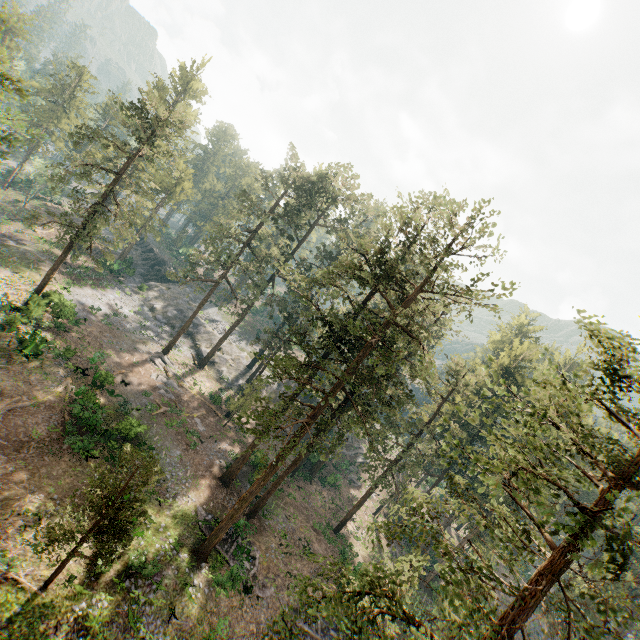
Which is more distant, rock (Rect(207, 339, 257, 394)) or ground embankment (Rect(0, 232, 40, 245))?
rock (Rect(207, 339, 257, 394))

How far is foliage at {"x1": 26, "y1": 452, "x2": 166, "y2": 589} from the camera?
14.5m

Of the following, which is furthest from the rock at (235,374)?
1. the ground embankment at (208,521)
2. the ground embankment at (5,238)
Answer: the ground embankment at (208,521)

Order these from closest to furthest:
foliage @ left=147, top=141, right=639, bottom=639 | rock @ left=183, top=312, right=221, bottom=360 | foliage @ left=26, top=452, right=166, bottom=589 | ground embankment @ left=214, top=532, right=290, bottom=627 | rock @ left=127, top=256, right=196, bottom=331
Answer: foliage @ left=147, top=141, right=639, bottom=639, foliage @ left=26, top=452, right=166, bottom=589, ground embankment @ left=214, top=532, right=290, bottom=627, rock @ left=183, top=312, right=221, bottom=360, rock @ left=127, top=256, right=196, bottom=331

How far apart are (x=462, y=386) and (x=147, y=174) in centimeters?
5795cm

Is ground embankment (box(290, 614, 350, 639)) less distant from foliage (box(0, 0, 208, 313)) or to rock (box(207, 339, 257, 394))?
foliage (box(0, 0, 208, 313))

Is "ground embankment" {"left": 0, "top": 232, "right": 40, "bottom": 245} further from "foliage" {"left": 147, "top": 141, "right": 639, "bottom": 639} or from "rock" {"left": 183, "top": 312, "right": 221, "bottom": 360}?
"rock" {"left": 183, "top": 312, "right": 221, "bottom": 360}
